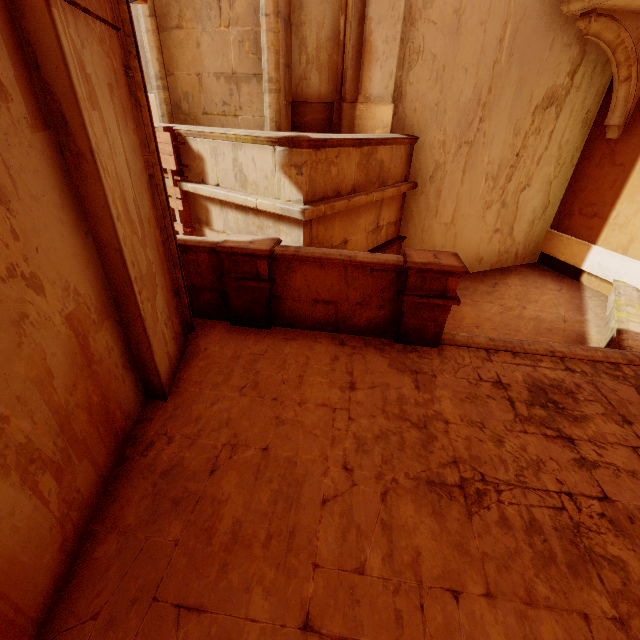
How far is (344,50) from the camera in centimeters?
629cm

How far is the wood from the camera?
5.7m

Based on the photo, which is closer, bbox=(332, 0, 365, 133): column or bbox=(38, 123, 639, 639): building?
bbox=(38, 123, 639, 639): building

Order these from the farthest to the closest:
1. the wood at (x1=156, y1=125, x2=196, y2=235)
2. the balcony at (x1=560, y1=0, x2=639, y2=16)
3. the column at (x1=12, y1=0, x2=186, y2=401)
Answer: the wood at (x1=156, y1=125, x2=196, y2=235) → the balcony at (x1=560, y1=0, x2=639, y2=16) → the column at (x1=12, y1=0, x2=186, y2=401)

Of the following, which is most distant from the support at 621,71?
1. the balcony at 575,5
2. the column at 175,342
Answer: the column at 175,342

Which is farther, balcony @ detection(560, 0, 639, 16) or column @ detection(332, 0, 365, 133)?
column @ detection(332, 0, 365, 133)

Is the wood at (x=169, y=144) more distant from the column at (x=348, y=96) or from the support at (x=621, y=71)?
the support at (x=621, y=71)

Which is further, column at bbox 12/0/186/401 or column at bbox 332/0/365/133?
column at bbox 332/0/365/133
